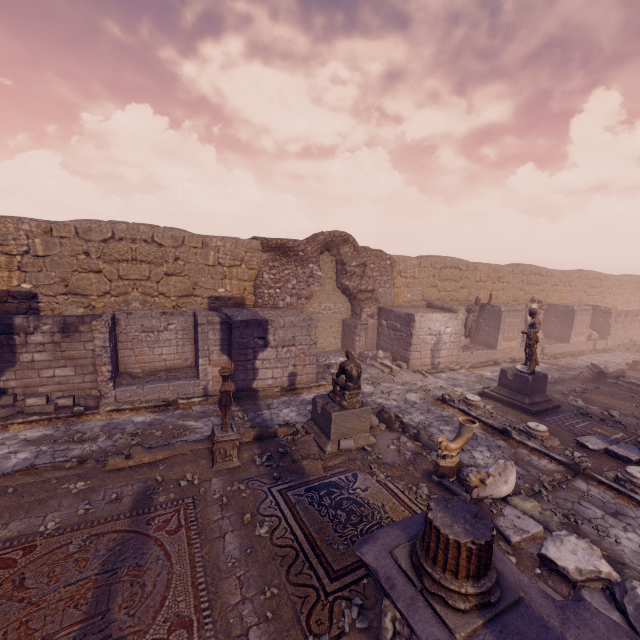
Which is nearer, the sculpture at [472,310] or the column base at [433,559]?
the column base at [433,559]

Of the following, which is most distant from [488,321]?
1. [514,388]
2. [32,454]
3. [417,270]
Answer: [32,454]

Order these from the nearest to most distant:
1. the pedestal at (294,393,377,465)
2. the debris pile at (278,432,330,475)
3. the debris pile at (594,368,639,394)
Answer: the debris pile at (278,432,330,475)
the pedestal at (294,393,377,465)
the debris pile at (594,368,639,394)

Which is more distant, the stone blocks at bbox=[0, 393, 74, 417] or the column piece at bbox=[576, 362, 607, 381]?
the column piece at bbox=[576, 362, 607, 381]

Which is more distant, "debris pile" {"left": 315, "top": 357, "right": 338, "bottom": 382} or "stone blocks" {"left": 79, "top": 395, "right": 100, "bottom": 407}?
"debris pile" {"left": 315, "top": 357, "right": 338, "bottom": 382}

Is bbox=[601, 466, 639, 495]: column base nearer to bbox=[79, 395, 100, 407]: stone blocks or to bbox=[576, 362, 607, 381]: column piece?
bbox=[576, 362, 607, 381]: column piece

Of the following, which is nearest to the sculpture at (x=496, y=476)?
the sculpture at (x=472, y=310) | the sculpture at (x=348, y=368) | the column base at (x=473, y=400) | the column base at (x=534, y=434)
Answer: the sculpture at (x=348, y=368)

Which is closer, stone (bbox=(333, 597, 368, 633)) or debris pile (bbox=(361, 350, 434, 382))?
stone (bbox=(333, 597, 368, 633))
